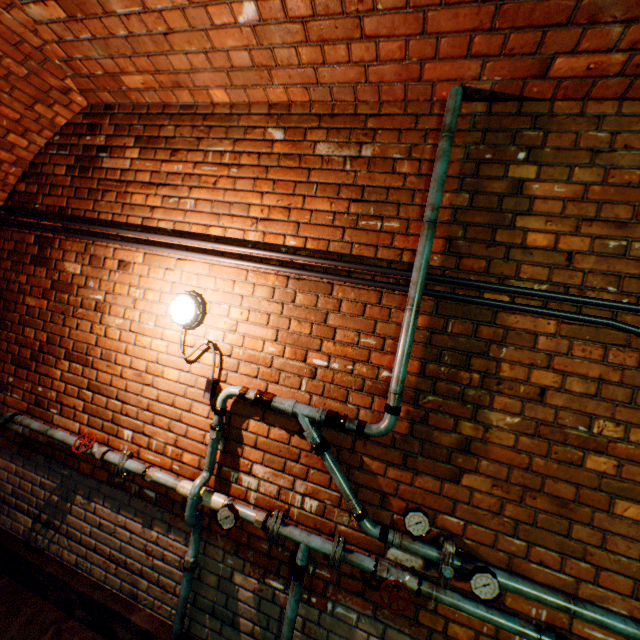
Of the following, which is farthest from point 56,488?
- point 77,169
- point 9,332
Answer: point 77,169

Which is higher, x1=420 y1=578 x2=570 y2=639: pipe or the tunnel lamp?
the tunnel lamp

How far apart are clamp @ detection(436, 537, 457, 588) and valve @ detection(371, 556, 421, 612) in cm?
13

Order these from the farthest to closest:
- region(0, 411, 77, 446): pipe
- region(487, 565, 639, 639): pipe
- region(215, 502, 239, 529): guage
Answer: region(0, 411, 77, 446): pipe < region(215, 502, 239, 529): guage < region(487, 565, 639, 639): pipe

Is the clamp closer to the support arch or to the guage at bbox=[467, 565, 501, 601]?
the guage at bbox=[467, 565, 501, 601]

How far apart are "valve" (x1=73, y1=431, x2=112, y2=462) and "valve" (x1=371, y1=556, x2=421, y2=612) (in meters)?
2.10

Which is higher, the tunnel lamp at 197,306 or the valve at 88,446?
the tunnel lamp at 197,306

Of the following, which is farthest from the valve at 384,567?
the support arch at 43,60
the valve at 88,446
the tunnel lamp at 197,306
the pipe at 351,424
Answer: the support arch at 43,60
